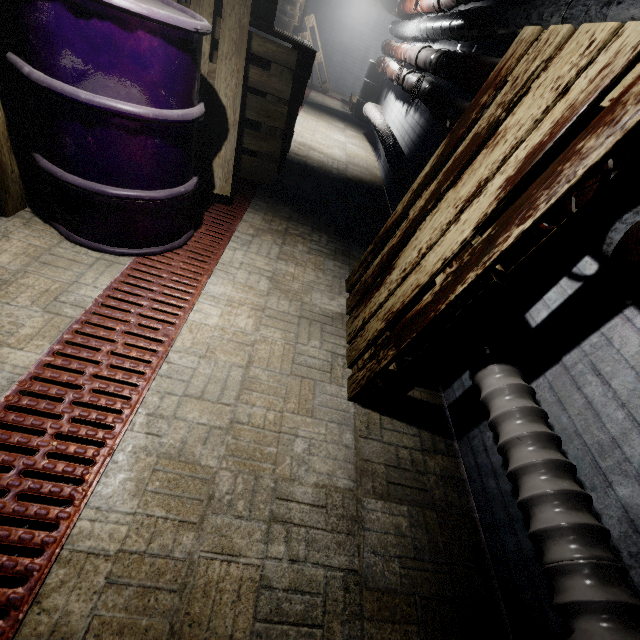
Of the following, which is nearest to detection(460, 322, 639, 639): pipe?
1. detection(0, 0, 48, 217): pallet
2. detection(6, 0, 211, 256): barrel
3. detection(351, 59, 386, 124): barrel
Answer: detection(6, 0, 211, 256): barrel

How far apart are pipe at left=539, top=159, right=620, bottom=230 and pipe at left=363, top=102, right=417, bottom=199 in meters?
0.4

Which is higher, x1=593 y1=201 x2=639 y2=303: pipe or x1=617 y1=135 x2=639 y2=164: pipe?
x1=617 y1=135 x2=639 y2=164: pipe

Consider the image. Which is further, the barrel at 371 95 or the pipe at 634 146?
the barrel at 371 95

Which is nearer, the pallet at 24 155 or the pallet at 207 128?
the pallet at 24 155

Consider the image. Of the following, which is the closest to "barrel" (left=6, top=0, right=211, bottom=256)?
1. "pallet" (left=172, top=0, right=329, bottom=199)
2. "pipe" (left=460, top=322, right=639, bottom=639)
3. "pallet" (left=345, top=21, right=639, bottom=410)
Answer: "pallet" (left=172, top=0, right=329, bottom=199)

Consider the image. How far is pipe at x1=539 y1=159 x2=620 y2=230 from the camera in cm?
92

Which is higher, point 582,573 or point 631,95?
point 631,95
